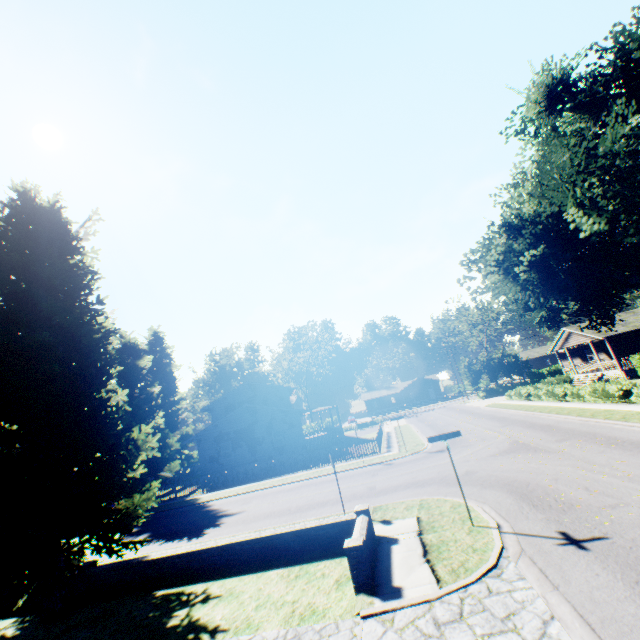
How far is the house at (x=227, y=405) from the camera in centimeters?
3080cm

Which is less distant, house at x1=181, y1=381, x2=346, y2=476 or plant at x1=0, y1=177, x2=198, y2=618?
plant at x1=0, y1=177, x2=198, y2=618

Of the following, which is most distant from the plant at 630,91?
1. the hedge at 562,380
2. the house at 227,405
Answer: the hedge at 562,380

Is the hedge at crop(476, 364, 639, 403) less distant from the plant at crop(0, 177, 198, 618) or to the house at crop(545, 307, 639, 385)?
the plant at crop(0, 177, 198, 618)

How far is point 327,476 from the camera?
21.2 meters

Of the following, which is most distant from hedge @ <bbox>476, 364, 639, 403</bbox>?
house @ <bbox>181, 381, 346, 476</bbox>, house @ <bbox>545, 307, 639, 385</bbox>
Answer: house @ <bbox>181, 381, 346, 476</bbox>

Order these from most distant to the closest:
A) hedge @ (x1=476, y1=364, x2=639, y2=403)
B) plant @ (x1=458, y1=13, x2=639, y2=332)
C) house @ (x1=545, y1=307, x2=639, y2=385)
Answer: house @ (x1=545, y1=307, x2=639, y2=385) < hedge @ (x1=476, y1=364, x2=639, y2=403) < plant @ (x1=458, y1=13, x2=639, y2=332)

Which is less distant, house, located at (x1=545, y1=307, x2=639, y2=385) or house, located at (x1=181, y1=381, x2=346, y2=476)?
house, located at (x1=181, y1=381, x2=346, y2=476)
